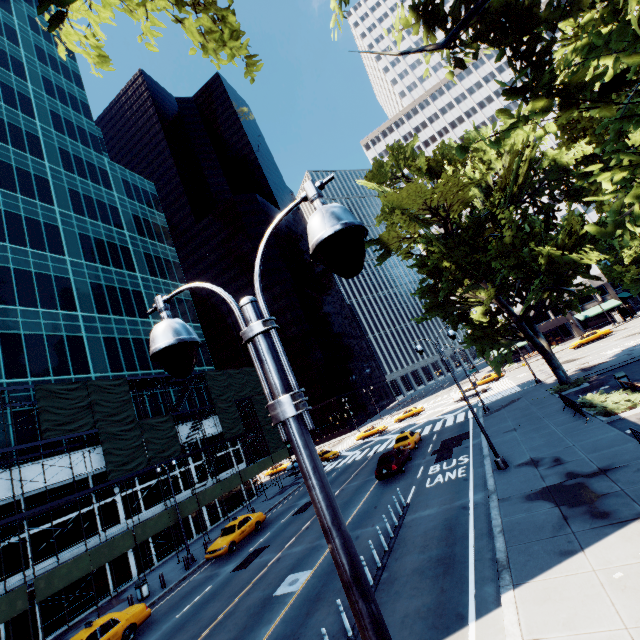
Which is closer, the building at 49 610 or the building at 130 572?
the building at 49 610

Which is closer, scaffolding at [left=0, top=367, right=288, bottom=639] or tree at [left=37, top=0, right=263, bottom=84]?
tree at [left=37, top=0, right=263, bottom=84]

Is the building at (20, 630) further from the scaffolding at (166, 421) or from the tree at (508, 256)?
the tree at (508, 256)

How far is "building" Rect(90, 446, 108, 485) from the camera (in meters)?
26.56

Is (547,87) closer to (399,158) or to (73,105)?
(399,158)

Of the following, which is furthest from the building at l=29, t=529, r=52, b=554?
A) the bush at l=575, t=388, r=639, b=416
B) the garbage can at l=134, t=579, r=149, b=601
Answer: the bush at l=575, t=388, r=639, b=416
